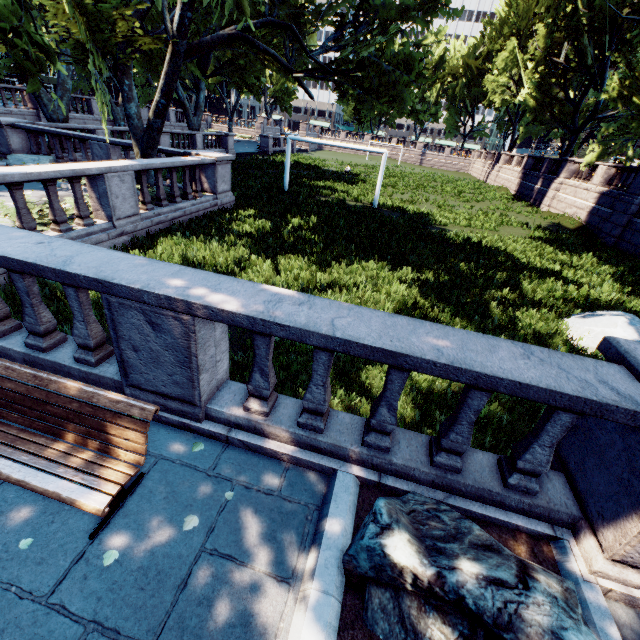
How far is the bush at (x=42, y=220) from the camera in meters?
7.7 m

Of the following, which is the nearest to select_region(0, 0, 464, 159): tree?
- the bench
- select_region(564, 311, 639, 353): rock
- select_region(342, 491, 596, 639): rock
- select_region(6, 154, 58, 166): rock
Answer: the bench

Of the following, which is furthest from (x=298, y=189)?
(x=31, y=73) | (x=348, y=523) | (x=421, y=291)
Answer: (x=348, y=523)

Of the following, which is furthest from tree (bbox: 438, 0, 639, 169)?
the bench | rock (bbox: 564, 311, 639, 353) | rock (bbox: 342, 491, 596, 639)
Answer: rock (bbox: 564, 311, 639, 353)

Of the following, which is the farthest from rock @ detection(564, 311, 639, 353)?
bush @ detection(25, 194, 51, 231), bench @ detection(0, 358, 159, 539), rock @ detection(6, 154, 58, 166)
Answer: rock @ detection(6, 154, 58, 166)

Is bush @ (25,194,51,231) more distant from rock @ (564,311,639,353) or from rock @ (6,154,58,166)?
rock @ (564,311,639,353)

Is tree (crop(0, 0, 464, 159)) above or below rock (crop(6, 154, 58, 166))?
above

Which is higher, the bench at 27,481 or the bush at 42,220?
the bench at 27,481
